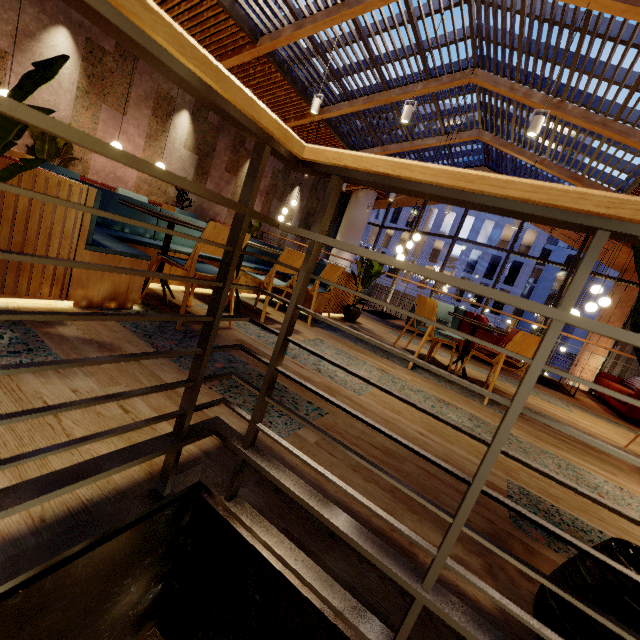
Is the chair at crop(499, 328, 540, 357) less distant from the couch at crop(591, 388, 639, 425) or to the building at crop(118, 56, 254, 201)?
the building at crop(118, 56, 254, 201)

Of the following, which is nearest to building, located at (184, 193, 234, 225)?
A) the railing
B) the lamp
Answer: the railing

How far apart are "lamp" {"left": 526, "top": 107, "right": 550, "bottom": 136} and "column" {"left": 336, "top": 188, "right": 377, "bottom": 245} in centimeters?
1084cm

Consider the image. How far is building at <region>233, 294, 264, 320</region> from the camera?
3.60m

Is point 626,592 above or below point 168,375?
above

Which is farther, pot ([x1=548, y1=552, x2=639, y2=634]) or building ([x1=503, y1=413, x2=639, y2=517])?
building ([x1=503, y1=413, x2=639, y2=517])

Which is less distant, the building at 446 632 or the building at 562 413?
the building at 446 632

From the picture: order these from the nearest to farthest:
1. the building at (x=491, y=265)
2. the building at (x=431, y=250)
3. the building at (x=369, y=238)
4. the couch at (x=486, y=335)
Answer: the couch at (x=486, y=335) → the building at (x=491, y=265) → the building at (x=431, y=250) → the building at (x=369, y=238)
